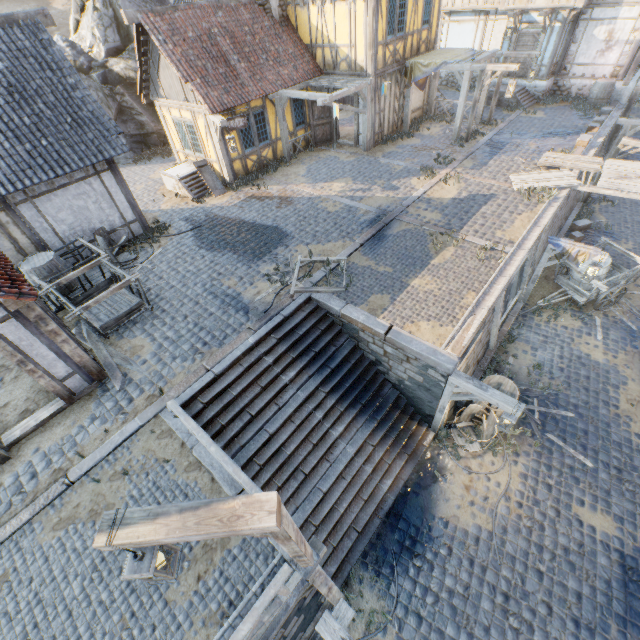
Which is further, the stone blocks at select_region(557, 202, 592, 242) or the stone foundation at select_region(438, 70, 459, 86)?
the stone foundation at select_region(438, 70, 459, 86)

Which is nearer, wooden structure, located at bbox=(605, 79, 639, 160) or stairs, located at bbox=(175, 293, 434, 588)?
stairs, located at bbox=(175, 293, 434, 588)

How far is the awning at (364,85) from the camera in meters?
12.8 m

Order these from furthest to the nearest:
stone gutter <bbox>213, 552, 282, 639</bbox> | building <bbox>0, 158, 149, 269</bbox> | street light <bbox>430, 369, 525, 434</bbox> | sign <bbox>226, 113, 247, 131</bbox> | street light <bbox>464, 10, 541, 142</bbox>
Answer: street light <bbox>464, 10, 541, 142</bbox> → sign <bbox>226, 113, 247, 131</bbox> → building <bbox>0, 158, 149, 269</bbox> → street light <bbox>430, 369, 525, 434</bbox> → stone gutter <bbox>213, 552, 282, 639</bbox>

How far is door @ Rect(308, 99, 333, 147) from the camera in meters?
15.6 m

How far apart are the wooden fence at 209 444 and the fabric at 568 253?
10.8m

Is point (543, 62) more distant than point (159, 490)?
Yes

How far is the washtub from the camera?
13.8m
